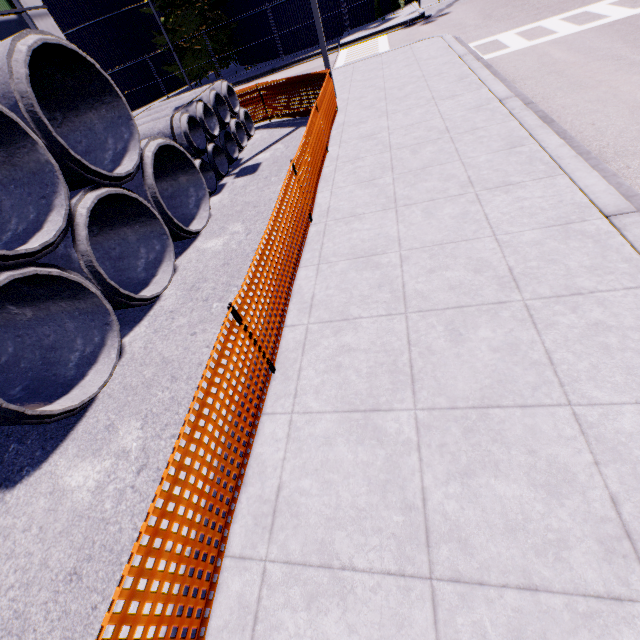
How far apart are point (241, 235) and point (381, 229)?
3.10m

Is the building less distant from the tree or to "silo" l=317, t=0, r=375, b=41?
the tree

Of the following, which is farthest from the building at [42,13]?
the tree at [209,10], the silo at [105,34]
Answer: the silo at [105,34]

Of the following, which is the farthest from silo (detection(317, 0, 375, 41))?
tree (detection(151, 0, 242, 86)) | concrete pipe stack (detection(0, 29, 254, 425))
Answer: concrete pipe stack (detection(0, 29, 254, 425))

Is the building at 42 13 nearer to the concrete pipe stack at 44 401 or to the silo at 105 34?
the concrete pipe stack at 44 401
